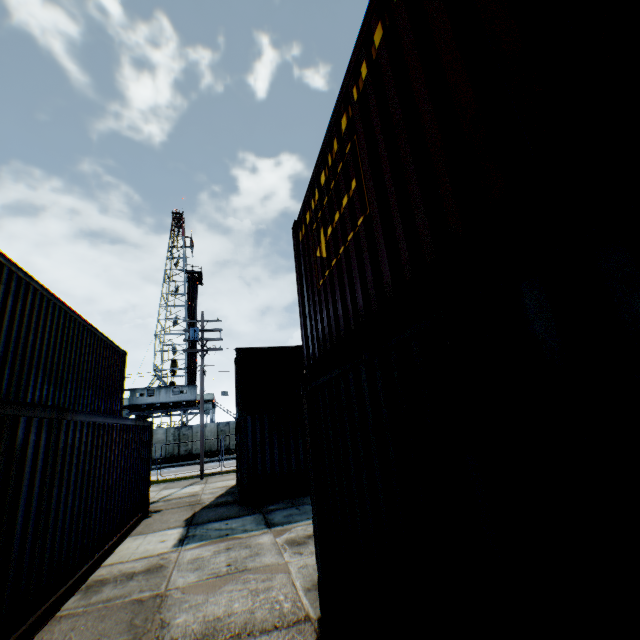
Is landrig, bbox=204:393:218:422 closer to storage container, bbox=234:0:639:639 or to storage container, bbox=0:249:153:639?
storage container, bbox=0:249:153:639

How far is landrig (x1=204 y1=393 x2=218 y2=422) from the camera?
38.7 meters

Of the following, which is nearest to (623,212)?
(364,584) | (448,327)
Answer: (448,327)

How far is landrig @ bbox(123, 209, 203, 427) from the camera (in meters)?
36.41

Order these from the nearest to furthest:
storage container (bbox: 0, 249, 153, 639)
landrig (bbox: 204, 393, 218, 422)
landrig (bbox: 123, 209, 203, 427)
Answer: storage container (bbox: 0, 249, 153, 639) → landrig (bbox: 123, 209, 203, 427) → landrig (bbox: 204, 393, 218, 422)

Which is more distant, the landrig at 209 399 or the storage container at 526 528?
the landrig at 209 399

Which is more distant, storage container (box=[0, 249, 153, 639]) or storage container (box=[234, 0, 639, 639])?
storage container (box=[0, 249, 153, 639])

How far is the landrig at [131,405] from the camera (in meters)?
36.41
